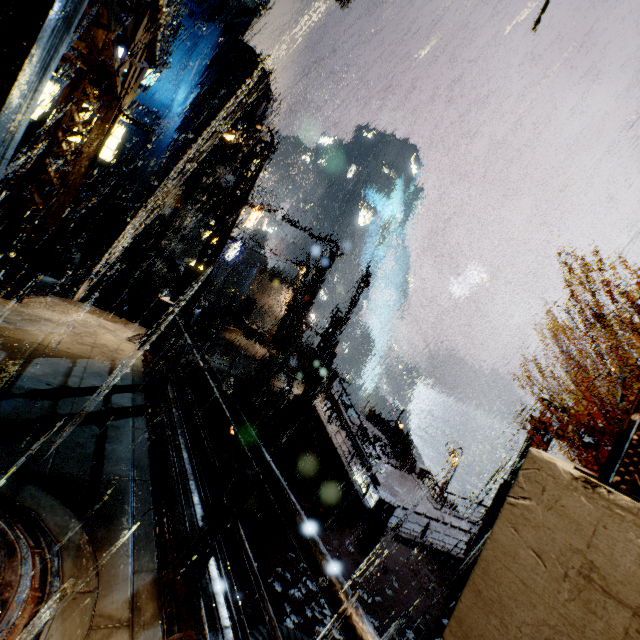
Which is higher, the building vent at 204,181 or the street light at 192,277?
the building vent at 204,181

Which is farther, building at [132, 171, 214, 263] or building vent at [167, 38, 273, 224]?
building vent at [167, 38, 273, 224]

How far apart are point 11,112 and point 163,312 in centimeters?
570cm

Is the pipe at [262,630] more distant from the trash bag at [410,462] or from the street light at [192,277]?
the trash bag at [410,462]

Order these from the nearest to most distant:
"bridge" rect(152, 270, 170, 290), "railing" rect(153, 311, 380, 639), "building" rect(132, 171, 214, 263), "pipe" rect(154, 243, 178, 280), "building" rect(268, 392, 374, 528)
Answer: "railing" rect(153, 311, 380, 639), "building" rect(268, 392, 374, 528), "building" rect(132, 171, 214, 263), "pipe" rect(154, 243, 178, 280), "bridge" rect(152, 270, 170, 290)

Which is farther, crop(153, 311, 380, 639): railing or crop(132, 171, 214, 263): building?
crop(132, 171, 214, 263): building

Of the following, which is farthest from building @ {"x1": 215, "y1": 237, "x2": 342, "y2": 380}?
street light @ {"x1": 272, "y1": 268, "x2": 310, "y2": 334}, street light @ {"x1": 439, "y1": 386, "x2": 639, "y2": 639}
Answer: street light @ {"x1": 439, "y1": 386, "x2": 639, "y2": 639}

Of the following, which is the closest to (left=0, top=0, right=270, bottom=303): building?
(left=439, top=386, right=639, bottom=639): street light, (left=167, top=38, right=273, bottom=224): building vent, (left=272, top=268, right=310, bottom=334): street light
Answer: (left=167, top=38, right=273, bottom=224): building vent
